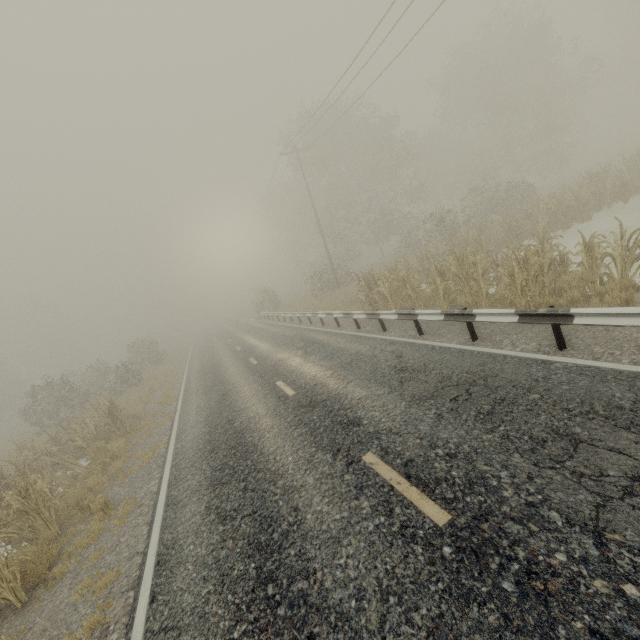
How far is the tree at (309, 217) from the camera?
29.1m

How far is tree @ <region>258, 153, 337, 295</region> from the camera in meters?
29.1

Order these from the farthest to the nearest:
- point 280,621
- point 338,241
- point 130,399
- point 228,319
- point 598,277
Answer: point 228,319 → point 338,241 → point 130,399 → point 598,277 → point 280,621

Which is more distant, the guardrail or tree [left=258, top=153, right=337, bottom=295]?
tree [left=258, top=153, right=337, bottom=295]

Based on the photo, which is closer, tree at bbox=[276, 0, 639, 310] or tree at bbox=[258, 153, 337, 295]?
tree at bbox=[276, 0, 639, 310]

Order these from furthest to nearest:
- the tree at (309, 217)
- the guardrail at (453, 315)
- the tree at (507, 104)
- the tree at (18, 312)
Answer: the tree at (309, 217) < the tree at (507, 104) < the tree at (18, 312) < the guardrail at (453, 315)

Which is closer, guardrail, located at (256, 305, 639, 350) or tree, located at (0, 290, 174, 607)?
guardrail, located at (256, 305, 639, 350)

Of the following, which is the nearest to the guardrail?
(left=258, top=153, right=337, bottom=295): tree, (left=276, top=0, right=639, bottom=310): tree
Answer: (left=276, top=0, right=639, bottom=310): tree
